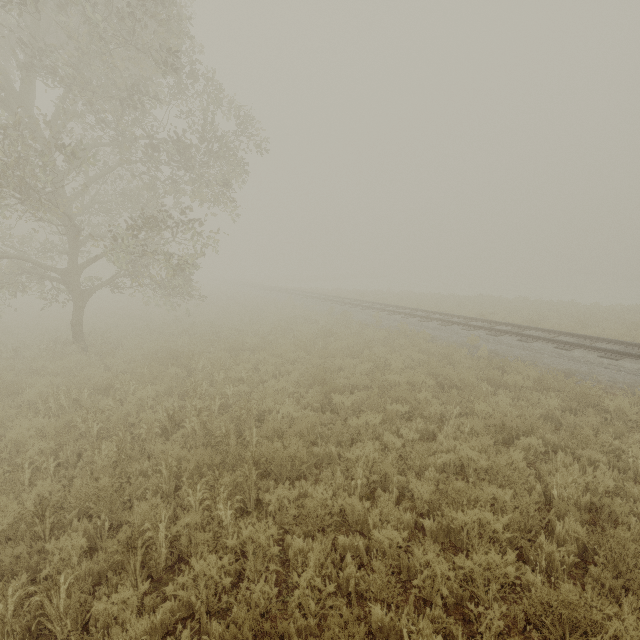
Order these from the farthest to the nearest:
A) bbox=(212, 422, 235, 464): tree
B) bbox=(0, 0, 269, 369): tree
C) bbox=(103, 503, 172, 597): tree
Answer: bbox=(0, 0, 269, 369): tree, bbox=(212, 422, 235, 464): tree, bbox=(103, 503, 172, 597): tree

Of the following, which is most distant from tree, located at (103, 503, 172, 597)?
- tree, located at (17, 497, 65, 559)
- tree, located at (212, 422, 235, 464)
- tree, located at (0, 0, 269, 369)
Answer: tree, located at (0, 0, 269, 369)

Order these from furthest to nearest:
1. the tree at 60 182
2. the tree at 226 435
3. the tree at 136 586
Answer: the tree at 60 182
the tree at 226 435
the tree at 136 586

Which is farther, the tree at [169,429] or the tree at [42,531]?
the tree at [169,429]

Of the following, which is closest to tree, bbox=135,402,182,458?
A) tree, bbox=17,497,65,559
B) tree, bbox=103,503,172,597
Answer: tree, bbox=17,497,65,559

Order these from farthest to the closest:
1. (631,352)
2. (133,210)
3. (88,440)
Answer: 1. (133,210)
2. (631,352)
3. (88,440)

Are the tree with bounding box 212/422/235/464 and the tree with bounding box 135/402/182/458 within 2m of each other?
yes

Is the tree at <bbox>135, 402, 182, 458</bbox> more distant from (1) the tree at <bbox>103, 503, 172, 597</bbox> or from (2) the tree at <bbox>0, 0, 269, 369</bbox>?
(2) the tree at <bbox>0, 0, 269, 369</bbox>
